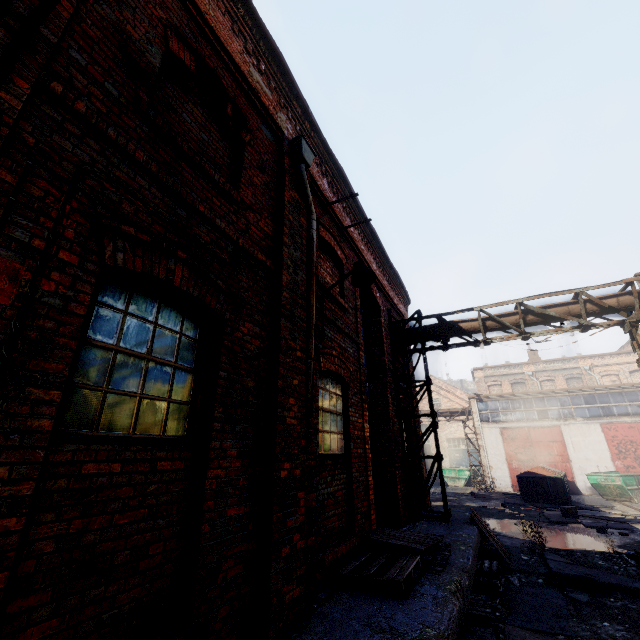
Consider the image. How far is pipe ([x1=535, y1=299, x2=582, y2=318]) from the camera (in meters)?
8.44

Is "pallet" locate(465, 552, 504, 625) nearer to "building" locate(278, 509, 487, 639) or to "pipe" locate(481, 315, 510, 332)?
"building" locate(278, 509, 487, 639)

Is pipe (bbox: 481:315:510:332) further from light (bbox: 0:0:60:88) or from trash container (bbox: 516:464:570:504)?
trash container (bbox: 516:464:570:504)

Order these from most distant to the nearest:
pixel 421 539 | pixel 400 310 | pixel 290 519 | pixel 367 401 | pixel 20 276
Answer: pixel 400 310 → pixel 367 401 → pixel 421 539 → pixel 290 519 → pixel 20 276

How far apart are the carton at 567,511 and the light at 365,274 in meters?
14.6

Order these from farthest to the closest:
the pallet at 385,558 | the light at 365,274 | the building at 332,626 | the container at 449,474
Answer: the container at 449,474 < the light at 365,274 < the pallet at 385,558 < the building at 332,626

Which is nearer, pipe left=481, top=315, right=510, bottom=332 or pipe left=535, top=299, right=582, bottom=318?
pipe left=535, top=299, right=582, bottom=318
